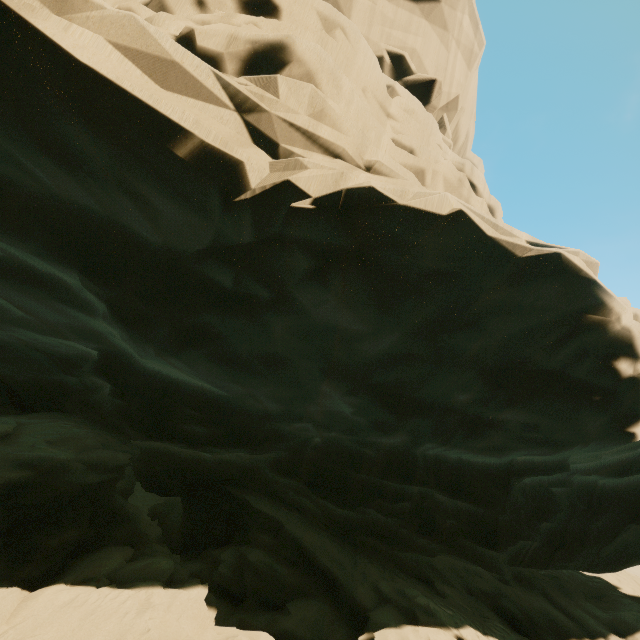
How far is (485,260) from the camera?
4.84m
